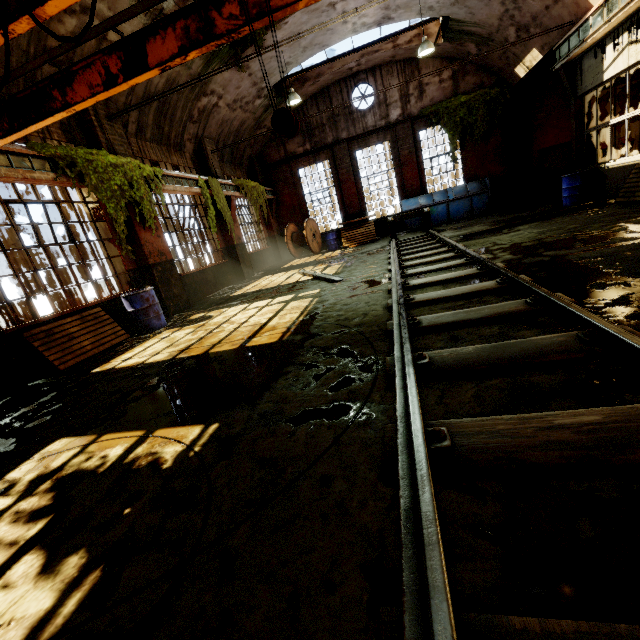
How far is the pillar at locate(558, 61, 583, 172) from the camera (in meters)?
10.05

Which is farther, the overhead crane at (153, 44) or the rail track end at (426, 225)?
the rail track end at (426, 225)

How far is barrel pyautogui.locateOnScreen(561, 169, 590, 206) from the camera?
9.77m

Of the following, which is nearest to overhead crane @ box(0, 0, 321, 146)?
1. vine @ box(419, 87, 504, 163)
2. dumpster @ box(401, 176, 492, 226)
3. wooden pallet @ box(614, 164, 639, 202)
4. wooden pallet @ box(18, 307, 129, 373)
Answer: dumpster @ box(401, 176, 492, 226)

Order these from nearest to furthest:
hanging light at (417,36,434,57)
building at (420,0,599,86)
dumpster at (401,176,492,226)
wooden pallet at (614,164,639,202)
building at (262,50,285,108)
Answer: wooden pallet at (614,164,639,202), building at (420,0,599,86), hanging light at (417,36,434,57), building at (262,50,285,108), dumpster at (401,176,492,226)

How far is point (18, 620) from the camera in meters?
1.5 m

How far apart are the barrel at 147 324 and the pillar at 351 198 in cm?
1204

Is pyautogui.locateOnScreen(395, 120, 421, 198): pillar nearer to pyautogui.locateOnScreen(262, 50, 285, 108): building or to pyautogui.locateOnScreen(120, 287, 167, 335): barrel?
pyautogui.locateOnScreen(262, 50, 285, 108): building
